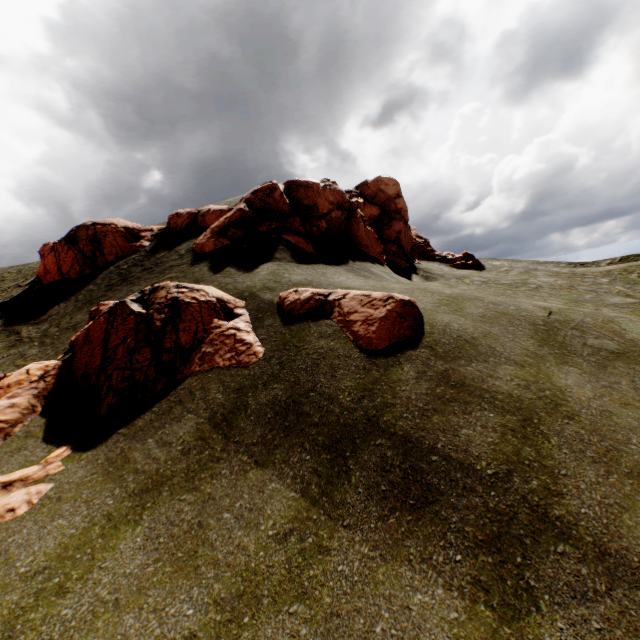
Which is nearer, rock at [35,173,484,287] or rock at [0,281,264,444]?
rock at [0,281,264,444]

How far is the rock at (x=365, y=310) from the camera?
9.49m

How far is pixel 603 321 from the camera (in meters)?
12.50

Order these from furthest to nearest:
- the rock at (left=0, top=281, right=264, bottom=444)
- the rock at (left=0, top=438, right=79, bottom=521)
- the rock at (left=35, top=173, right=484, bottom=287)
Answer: the rock at (left=35, top=173, right=484, bottom=287) < the rock at (left=0, top=281, right=264, bottom=444) < the rock at (left=0, top=438, right=79, bottom=521)

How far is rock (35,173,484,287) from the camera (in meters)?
17.95
